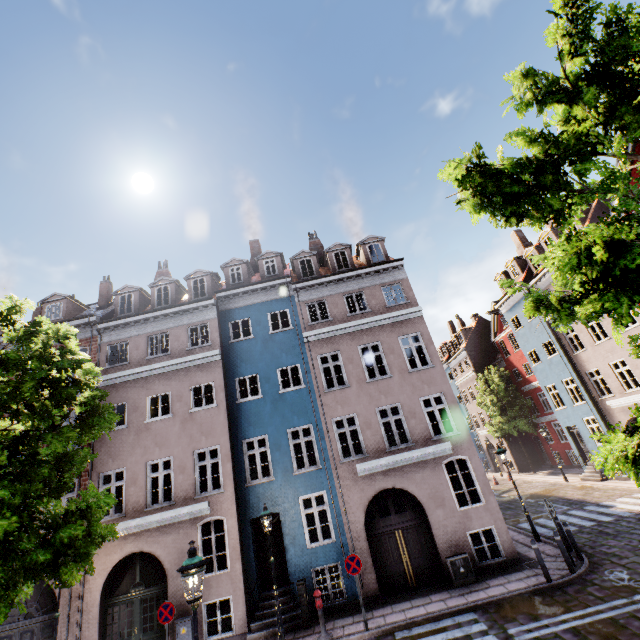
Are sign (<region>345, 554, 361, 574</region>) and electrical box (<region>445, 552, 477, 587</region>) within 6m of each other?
yes

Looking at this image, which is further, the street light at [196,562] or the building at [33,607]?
the building at [33,607]

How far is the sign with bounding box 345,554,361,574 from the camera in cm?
1027

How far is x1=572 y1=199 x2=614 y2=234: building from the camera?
19.05m

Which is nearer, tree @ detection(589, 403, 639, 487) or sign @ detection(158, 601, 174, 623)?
tree @ detection(589, 403, 639, 487)

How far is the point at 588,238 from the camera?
4.06m

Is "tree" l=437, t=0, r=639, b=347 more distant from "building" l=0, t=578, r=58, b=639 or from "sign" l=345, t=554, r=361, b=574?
"sign" l=345, t=554, r=361, b=574

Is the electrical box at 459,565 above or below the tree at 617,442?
below
